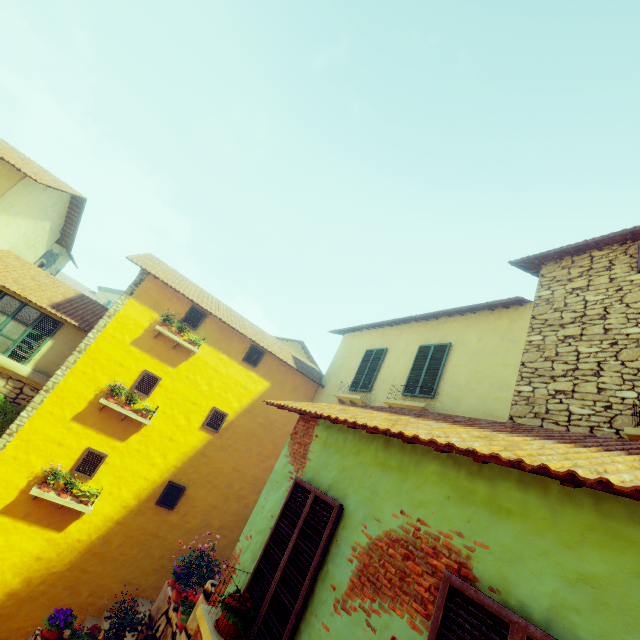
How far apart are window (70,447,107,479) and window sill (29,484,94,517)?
0.38m

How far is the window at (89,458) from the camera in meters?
8.8

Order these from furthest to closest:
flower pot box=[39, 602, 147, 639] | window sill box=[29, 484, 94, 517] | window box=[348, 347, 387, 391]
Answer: window box=[348, 347, 387, 391], window sill box=[29, 484, 94, 517], flower pot box=[39, 602, 147, 639]

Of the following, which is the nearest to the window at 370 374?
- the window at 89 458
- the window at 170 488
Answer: the window at 170 488

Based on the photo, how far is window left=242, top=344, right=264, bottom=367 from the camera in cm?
1167

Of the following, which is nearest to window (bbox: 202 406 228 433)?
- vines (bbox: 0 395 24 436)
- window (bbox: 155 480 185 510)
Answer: vines (bbox: 0 395 24 436)

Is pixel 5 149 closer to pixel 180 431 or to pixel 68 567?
pixel 180 431
